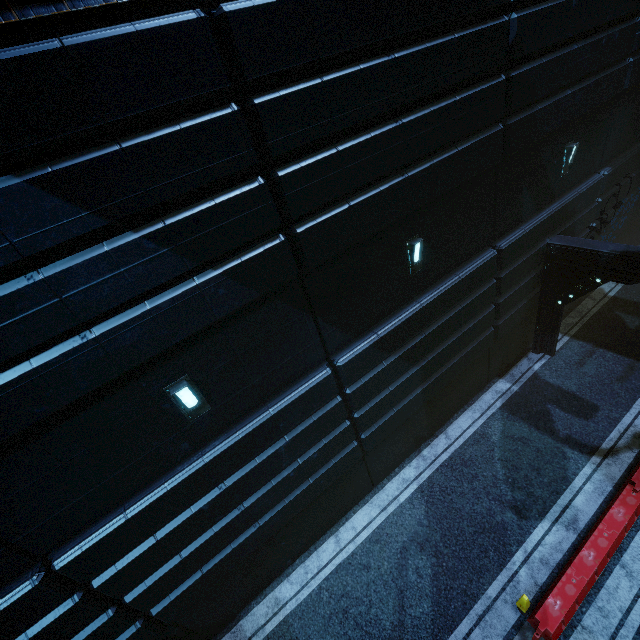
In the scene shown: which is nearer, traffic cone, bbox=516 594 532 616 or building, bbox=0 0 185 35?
building, bbox=0 0 185 35

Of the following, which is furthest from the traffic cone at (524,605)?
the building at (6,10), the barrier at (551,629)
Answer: the building at (6,10)

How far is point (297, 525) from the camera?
8.9m

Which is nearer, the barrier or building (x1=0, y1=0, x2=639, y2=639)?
building (x1=0, y1=0, x2=639, y2=639)

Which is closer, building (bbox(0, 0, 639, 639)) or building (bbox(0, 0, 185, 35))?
building (bbox(0, 0, 185, 35))

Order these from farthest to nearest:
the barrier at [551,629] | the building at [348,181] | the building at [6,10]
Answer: the barrier at [551,629], the building at [348,181], the building at [6,10]
